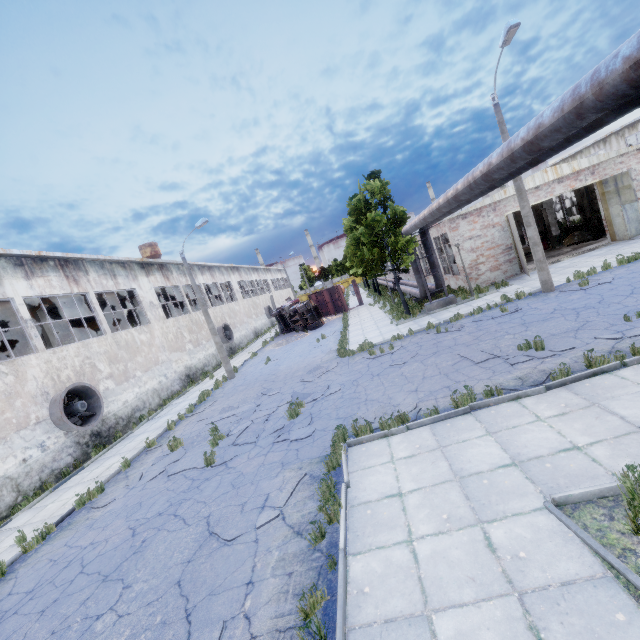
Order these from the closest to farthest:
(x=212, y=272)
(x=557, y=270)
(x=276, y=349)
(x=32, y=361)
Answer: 1. (x=32, y=361)
2. (x=557, y=270)
3. (x=276, y=349)
4. (x=212, y=272)

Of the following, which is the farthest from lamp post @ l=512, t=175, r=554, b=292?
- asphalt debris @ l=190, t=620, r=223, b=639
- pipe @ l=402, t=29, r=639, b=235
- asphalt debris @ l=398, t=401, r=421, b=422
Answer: asphalt debris @ l=190, t=620, r=223, b=639

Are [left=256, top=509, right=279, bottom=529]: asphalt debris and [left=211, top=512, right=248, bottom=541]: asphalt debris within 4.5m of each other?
yes

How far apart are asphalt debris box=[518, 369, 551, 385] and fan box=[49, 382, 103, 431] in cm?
1658

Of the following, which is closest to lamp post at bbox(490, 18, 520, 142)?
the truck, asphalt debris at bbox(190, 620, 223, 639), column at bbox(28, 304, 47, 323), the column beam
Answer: the column beam

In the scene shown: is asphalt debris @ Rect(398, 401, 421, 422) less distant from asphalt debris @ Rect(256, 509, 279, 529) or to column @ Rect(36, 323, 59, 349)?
asphalt debris @ Rect(256, 509, 279, 529)

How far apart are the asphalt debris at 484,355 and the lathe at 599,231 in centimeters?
1908cm

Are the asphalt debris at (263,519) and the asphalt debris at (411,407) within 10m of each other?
yes
